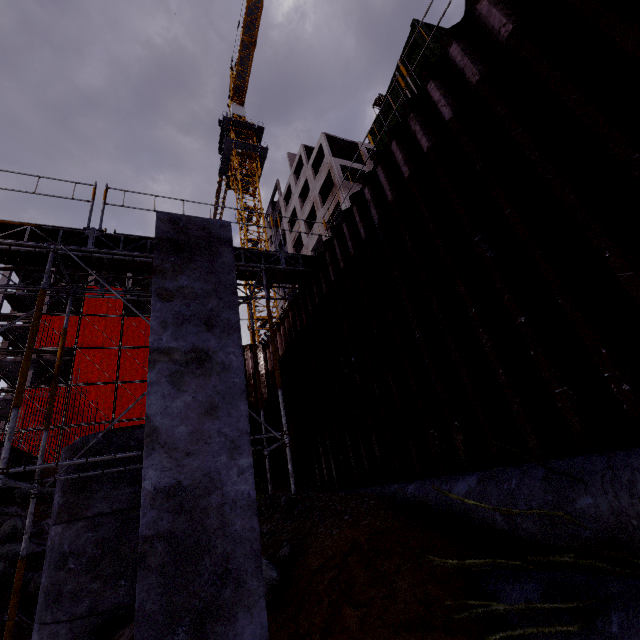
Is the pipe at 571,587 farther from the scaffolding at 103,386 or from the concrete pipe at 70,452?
the concrete pipe at 70,452

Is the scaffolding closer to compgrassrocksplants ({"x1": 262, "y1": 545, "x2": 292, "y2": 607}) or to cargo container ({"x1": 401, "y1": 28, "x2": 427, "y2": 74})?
cargo container ({"x1": 401, "y1": 28, "x2": 427, "y2": 74})

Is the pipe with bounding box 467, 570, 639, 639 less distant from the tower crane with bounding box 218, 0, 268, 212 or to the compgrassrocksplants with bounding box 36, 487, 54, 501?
the compgrassrocksplants with bounding box 36, 487, 54, 501

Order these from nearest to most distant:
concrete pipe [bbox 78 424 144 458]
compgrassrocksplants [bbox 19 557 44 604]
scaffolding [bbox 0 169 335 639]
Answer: scaffolding [bbox 0 169 335 639]
concrete pipe [bbox 78 424 144 458]
compgrassrocksplants [bbox 19 557 44 604]

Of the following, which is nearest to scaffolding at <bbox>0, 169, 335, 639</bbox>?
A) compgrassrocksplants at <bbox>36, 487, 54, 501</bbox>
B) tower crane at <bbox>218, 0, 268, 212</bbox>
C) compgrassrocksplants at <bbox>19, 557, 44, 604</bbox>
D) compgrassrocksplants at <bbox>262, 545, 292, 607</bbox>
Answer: compgrassrocksplants at <bbox>262, 545, 292, 607</bbox>

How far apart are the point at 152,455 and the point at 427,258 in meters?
4.5 m

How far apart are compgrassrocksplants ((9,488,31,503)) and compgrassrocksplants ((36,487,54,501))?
0.1m

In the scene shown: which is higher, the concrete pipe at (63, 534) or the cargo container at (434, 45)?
the cargo container at (434, 45)
